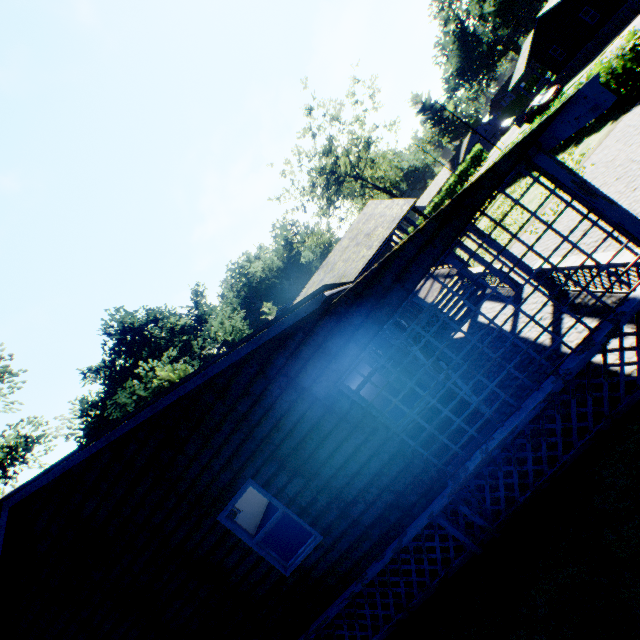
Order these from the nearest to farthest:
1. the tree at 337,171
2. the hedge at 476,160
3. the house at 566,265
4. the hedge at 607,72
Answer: the house at 566,265
the hedge at 607,72
the tree at 337,171
the hedge at 476,160

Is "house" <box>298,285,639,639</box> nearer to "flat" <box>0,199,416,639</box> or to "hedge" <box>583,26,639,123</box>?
"flat" <box>0,199,416,639</box>

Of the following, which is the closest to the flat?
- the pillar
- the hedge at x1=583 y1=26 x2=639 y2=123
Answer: the pillar

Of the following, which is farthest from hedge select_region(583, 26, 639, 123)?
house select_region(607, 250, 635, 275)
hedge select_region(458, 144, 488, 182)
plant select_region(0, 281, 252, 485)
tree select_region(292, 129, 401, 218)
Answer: hedge select_region(458, 144, 488, 182)

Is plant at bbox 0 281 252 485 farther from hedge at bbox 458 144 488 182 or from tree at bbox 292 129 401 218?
hedge at bbox 458 144 488 182

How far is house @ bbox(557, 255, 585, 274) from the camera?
6.4 meters

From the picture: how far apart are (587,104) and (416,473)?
5.4 meters

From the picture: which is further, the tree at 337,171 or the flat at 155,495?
the tree at 337,171
